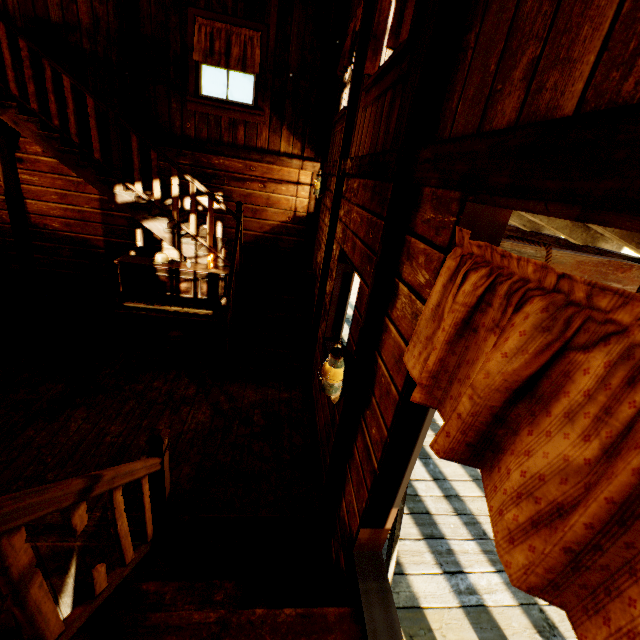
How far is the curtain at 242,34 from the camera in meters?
5.0 m

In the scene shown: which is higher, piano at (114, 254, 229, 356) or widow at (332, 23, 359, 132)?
widow at (332, 23, 359, 132)

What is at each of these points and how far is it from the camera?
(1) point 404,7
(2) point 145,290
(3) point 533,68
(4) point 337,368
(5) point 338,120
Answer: (1) curtain, 2.11m
(2) piano, 4.92m
(3) building, 0.96m
(4) lamp, 2.16m
(5) widow, 4.70m

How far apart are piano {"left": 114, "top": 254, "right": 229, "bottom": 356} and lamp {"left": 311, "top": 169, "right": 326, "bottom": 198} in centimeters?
193cm

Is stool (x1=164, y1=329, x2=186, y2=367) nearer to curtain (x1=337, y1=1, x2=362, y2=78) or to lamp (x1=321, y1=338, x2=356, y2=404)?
lamp (x1=321, y1=338, x2=356, y2=404)

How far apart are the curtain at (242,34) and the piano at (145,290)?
3.2m

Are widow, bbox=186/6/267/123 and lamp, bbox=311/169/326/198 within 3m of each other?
yes

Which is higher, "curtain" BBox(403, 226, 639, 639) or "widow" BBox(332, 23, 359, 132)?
"widow" BBox(332, 23, 359, 132)
